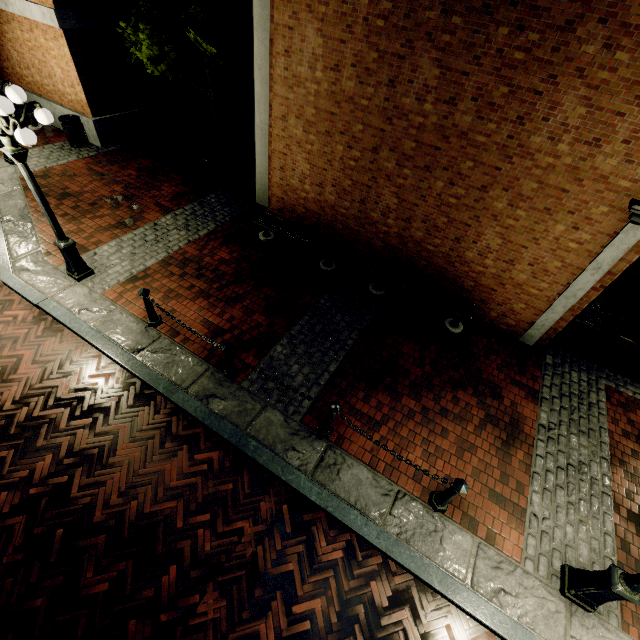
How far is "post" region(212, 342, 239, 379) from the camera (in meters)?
5.27

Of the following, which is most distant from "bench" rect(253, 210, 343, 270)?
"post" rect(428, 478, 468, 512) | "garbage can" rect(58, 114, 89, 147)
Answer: "garbage can" rect(58, 114, 89, 147)

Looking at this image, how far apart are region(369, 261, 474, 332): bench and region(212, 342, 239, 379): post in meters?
3.8

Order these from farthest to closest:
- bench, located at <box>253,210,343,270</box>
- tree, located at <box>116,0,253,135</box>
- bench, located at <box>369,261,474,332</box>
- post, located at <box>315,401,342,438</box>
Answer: tree, located at <box>116,0,253,135</box>, bench, located at <box>253,210,343,270</box>, bench, located at <box>369,261,474,332</box>, post, located at <box>315,401,342,438</box>

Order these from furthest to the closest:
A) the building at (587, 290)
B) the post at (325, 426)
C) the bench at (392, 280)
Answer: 1. the bench at (392, 280)
2. the building at (587, 290)
3. the post at (325, 426)

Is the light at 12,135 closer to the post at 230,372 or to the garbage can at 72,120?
the post at 230,372

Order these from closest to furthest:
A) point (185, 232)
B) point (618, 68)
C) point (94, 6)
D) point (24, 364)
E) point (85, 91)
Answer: point (618, 68) → point (24, 364) → point (185, 232) → point (94, 6) → point (85, 91)

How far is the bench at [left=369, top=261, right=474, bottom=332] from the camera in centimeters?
708cm
